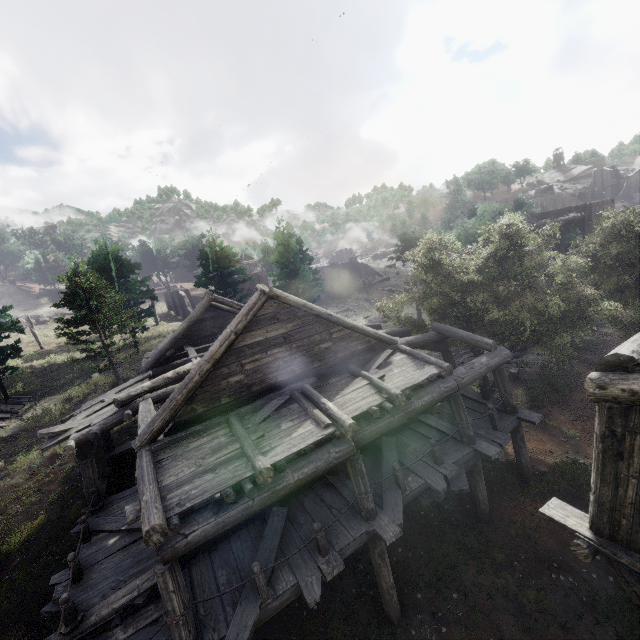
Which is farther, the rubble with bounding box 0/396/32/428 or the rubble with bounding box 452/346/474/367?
the rubble with bounding box 0/396/32/428

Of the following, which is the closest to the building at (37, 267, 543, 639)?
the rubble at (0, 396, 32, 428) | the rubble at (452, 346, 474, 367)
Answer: the rubble at (452, 346, 474, 367)

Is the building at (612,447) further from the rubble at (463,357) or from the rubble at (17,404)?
the rubble at (17,404)

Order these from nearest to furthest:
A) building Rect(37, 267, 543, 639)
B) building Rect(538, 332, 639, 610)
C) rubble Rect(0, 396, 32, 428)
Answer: building Rect(538, 332, 639, 610) → building Rect(37, 267, 543, 639) → rubble Rect(0, 396, 32, 428)

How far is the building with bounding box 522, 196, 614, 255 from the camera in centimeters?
2508cm

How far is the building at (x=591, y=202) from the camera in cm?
2508

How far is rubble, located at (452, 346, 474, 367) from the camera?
21.1 meters

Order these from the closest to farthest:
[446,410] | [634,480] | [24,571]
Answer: [634,480] → [24,571] → [446,410]
